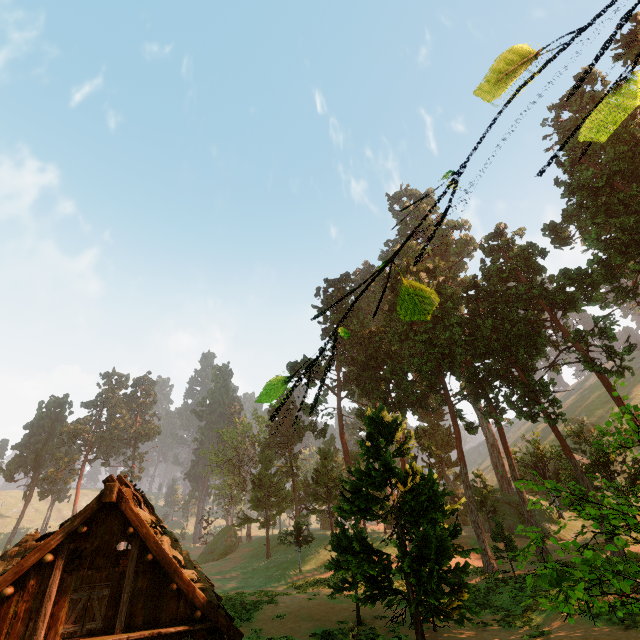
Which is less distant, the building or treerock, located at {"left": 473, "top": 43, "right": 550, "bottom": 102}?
treerock, located at {"left": 473, "top": 43, "right": 550, "bottom": 102}

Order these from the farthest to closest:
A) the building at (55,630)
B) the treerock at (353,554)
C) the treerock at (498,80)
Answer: the building at (55,630) < the treerock at (353,554) < the treerock at (498,80)

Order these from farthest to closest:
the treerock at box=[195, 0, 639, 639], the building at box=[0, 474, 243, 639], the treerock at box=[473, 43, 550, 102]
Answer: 1. the building at box=[0, 474, 243, 639]
2. the treerock at box=[195, 0, 639, 639]
3. the treerock at box=[473, 43, 550, 102]

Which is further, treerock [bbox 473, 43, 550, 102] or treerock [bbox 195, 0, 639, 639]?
treerock [bbox 195, 0, 639, 639]

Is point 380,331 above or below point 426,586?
above

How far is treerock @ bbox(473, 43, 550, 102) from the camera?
1.4 meters

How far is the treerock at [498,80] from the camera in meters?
1.4 m

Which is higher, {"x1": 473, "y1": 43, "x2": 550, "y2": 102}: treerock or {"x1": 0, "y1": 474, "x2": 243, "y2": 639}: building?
{"x1": 473, "y1": 43, "x2": 550, "y2": 102}: treerock
